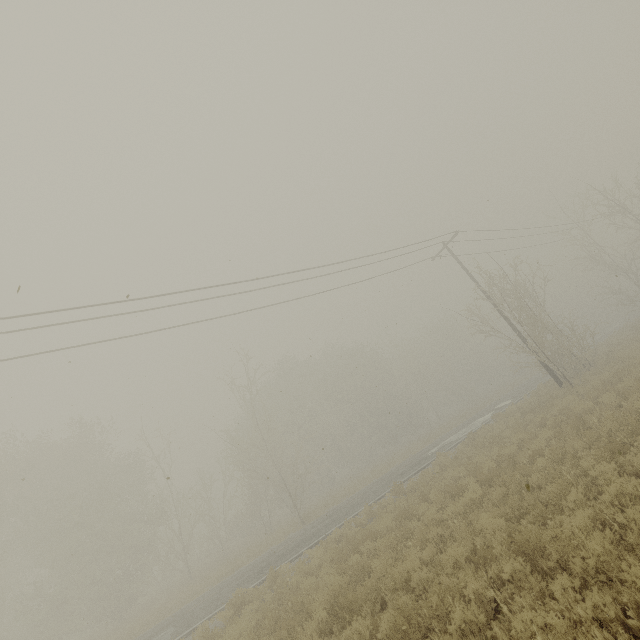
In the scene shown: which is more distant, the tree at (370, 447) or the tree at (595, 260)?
→ the tree at (595, 260)

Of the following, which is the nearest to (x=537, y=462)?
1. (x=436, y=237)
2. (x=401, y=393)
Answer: (x=436, y=237)

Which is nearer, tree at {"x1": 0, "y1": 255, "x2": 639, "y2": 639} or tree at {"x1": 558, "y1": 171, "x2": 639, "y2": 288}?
tree at {"x1": 0, "y1": 255, "x2": 639, "y2": 639}
